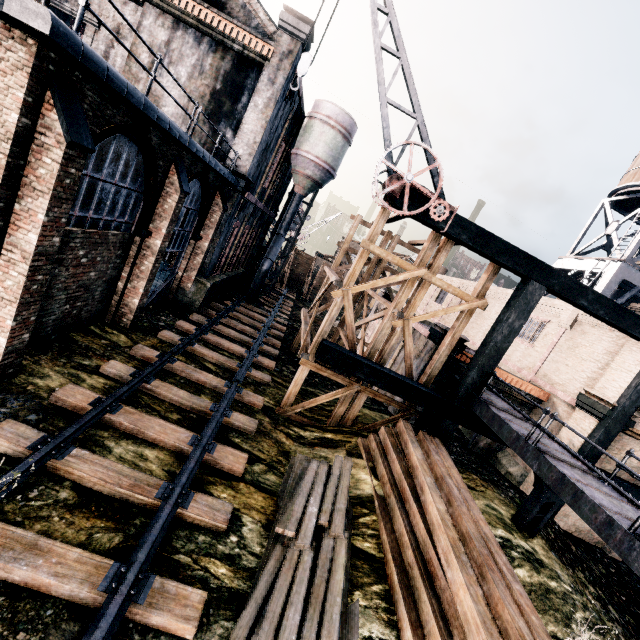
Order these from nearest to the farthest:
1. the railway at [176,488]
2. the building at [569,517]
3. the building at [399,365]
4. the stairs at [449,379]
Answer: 1. the railway at [176,488]
2. the stairs at [449,379]
3. the building at [569,517]
4. the building at [399,365]

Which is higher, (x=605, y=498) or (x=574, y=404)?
(x=574, y=404)

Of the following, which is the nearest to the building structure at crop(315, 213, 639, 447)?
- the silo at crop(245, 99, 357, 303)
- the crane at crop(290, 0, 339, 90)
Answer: the crane at crop(290, 0, 339, 90)

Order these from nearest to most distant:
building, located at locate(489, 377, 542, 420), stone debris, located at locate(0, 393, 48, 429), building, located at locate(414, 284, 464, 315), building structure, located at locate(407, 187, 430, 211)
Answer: stone debris, located at locate(0, 393, 48, 429), building structure, located at locate(407, 187, 430, 211), building, located at locate(489, 377, 542, 420), building, located at locate(414, 284, 464, 315)

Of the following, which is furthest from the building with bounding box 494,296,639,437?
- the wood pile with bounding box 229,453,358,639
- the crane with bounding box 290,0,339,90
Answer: the wood pile with bounding box 229,453,358,639

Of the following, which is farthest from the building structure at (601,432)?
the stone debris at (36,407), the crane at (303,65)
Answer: the stone debris at (36,407)

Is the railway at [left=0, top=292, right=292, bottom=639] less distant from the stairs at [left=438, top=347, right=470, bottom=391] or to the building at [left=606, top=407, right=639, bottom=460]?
the building at [left=606, top=407, right=639, bottom=460]

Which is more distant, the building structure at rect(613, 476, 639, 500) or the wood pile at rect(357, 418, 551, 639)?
the building structure at rect(613, 476, 639, 500)
